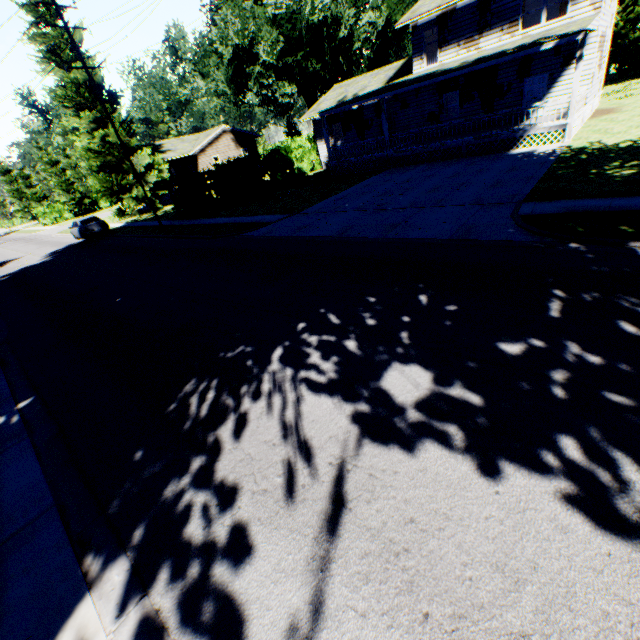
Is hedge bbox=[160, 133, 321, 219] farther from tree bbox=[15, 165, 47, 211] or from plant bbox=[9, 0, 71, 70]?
tree bbox=[15, 165, 47, 211]

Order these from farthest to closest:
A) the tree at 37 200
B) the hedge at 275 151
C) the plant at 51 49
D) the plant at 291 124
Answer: the tree at 37 200
the plant at 291 124
the plant at 51 49
the hedge at 275 151

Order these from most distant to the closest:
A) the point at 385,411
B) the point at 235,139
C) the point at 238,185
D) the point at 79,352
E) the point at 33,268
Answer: the point at 235,139, the point at 238,185, the point at 33,268, the point at 79,352, the point at 385,411

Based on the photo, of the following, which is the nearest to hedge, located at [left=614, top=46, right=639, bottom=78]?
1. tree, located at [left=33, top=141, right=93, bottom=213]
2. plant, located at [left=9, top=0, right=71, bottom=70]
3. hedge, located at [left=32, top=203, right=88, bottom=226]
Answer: plant, located at [left=9, top=0, right=71, bottom=70]

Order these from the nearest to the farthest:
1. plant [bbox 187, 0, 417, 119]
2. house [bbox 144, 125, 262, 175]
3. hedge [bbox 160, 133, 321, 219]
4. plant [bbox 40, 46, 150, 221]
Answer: hedge [bbox 160, 133, 321, 219], plant [bbox 40, 46, 150, 221], plant [bbox 187, 0, 417, 119], house [bbox 144, 125, 262, 175]

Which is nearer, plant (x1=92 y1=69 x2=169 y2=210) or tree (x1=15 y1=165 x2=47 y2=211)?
plant (x1=92 y1=69 x2=169 y2=210)

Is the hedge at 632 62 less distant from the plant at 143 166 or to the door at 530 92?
the plant at 143 166
